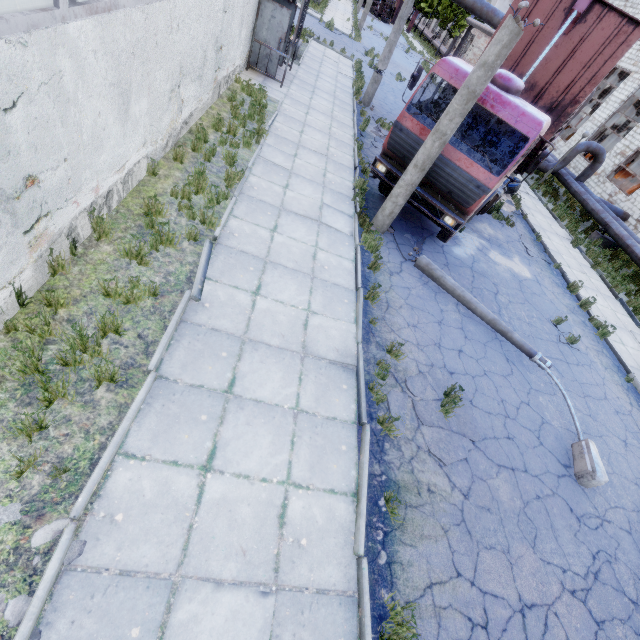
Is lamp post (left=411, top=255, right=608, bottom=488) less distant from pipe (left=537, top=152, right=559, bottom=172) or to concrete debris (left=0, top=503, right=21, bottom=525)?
concrete debris (left=0, top=503, right=21, bottom=525)

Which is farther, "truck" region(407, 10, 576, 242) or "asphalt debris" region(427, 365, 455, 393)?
"truck" region(407, 10, 576, 242)

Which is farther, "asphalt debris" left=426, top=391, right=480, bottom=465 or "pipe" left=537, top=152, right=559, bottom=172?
"pipe" left=537, top=152, right=559, bottom=172

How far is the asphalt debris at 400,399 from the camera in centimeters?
518cm

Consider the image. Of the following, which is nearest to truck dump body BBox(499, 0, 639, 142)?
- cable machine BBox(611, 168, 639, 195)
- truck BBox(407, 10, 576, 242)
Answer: truck BBox(407, 10, 576, 242)

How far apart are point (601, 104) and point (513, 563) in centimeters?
4892cm

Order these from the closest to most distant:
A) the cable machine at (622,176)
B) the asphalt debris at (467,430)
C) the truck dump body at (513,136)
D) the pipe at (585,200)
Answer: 1. the asphalt debris at (467,430)
2. the truck dump body at (513,136)
3. the pipe at (585,200)
4. the cable machine at (622,176)

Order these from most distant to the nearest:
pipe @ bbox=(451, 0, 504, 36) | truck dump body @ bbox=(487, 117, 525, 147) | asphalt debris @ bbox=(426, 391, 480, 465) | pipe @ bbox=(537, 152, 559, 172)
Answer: pipe @ bbox=(537, 152, 559, 172) → pipe @ bbox=(451, 0, 504, 36) → truck dump body @ bbox=(487, 117, 525, 147) → asphalt debris @ bbox=(426, 391, 480, 465)
